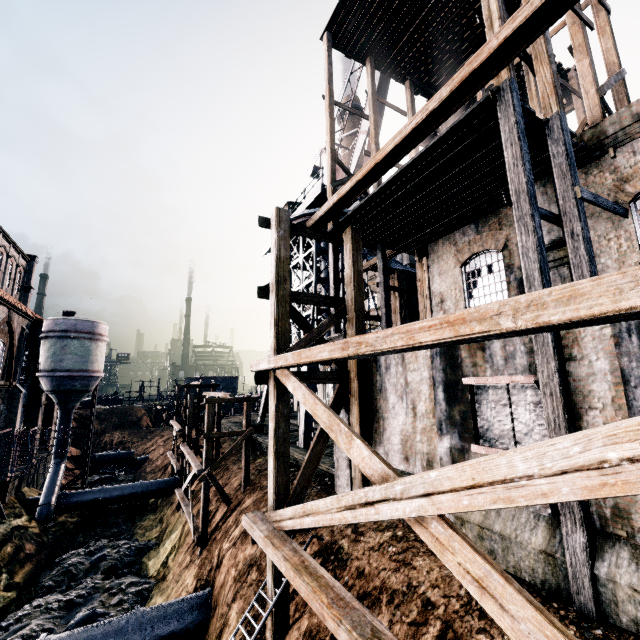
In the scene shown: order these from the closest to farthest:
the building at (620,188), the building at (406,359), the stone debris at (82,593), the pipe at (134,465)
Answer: the building at (406,359) → the building at (620,188) → the stone debris at (82,593) → the pipe at (134,465)

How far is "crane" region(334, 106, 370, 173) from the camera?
23.5 meters

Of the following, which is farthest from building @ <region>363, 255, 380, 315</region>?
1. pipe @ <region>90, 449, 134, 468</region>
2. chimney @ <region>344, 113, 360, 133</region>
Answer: pipe @ <region>90, 449, 134, 468</region>

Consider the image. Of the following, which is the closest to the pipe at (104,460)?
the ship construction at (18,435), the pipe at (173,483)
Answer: the pipe at (173,483)

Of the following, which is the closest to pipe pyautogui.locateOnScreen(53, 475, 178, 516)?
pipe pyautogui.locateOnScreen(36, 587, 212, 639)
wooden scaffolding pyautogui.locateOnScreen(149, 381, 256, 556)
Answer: wooden scaffolding pyautogui.locateOnScreen(149, 381, 256, 556)

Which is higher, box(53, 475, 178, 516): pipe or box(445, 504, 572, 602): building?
box(445, 504, 572, 602): building

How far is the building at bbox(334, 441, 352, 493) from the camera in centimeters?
1223cm

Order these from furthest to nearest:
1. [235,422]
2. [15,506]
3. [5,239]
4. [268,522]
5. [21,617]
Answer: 1. [5,239]
2. [235,422]
3. [15,506]
4. [21,617]
5. [268,522]
